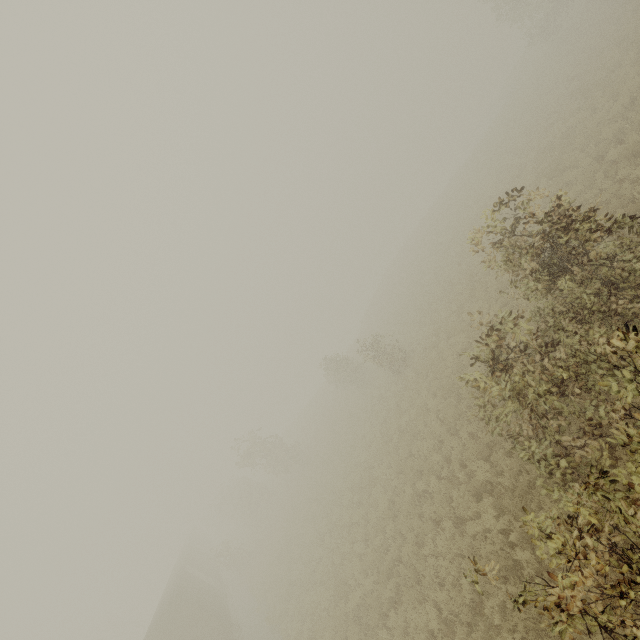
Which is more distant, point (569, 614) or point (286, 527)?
point (286, 527)
